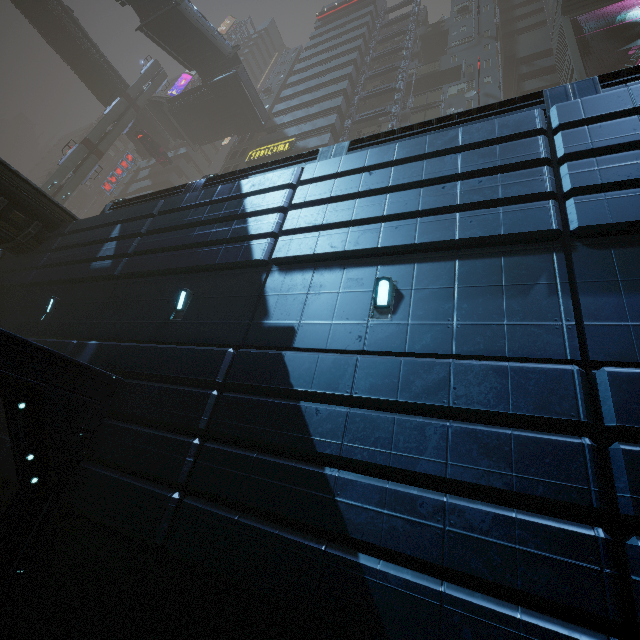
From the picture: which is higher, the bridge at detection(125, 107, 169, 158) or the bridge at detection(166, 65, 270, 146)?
the bridge at detection(125, 107, 169, 158)

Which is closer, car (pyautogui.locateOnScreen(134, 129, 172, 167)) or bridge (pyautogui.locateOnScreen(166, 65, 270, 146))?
bridge (pyautogui.locateOnScreen(166, 65, 270, 146))

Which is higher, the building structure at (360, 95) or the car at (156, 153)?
the building structure at (360, 95)

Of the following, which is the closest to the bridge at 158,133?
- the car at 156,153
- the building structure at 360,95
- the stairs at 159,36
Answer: the car at 156,153

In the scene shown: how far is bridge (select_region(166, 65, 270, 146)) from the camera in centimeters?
3356cm

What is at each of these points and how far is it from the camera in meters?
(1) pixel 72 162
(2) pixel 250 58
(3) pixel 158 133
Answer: (1) sm, 33.8
(2) building, 58.9
(3) bridge, 44.4

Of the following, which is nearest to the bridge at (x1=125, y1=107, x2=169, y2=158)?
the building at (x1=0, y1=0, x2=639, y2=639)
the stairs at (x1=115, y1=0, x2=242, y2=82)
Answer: the building at (x1=0, y1=0, x2=639, y2=639)

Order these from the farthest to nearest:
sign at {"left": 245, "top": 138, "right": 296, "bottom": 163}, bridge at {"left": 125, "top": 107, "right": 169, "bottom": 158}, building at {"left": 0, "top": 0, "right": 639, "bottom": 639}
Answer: bridge at {"left": 125, "top": 107, "right": 169, "bottom": 158}
sign at {"left": 245, "top": 138, "right": 296, "bottom": 163}
building at {"left": 0, "top": 0, "right": 639, "bottom": 639}
